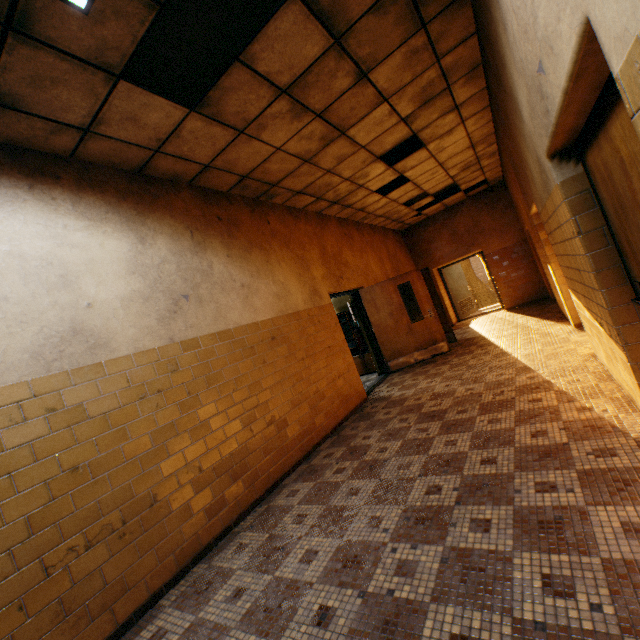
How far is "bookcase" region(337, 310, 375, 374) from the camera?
8.6m

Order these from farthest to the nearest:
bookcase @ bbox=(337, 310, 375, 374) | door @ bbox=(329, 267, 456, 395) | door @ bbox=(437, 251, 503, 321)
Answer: door @ bbox=(437, 251, 503, 321) → bookcase @ bbox=(337, 310, 375, 374) → door @ bbox=(329, 267, 456, 395)

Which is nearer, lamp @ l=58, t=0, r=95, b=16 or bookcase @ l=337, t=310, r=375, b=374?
lamp @ l=58, t=0, r=95, b=16

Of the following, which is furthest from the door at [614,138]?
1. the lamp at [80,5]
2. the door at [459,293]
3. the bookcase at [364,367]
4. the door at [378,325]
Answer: the door at [459,293]

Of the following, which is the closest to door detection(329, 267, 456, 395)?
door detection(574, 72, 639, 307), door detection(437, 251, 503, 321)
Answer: door detection(574, 72, 639, 307)

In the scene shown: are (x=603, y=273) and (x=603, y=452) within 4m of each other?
yes

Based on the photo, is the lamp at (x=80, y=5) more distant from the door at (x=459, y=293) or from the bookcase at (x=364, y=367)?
the door at (x=459, y=293)

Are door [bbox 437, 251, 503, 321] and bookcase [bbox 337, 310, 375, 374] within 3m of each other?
no
